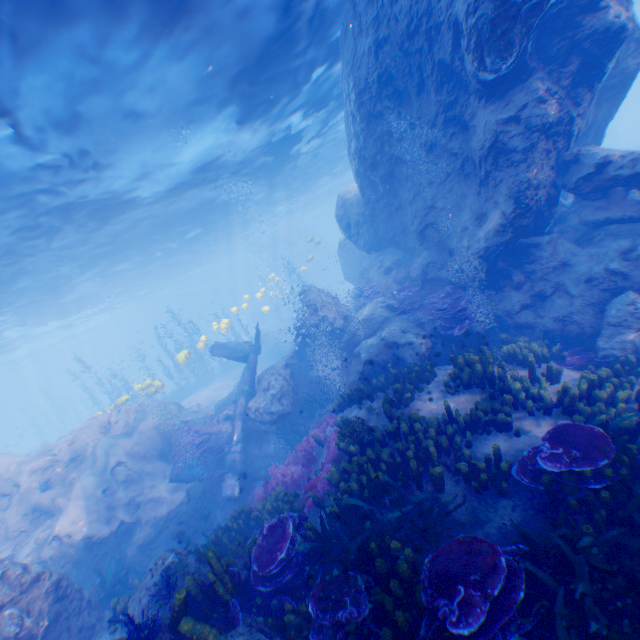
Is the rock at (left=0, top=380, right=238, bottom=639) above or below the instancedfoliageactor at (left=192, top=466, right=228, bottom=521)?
above

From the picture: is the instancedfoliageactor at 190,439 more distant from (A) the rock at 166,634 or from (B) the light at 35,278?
(B) the light at 35,278

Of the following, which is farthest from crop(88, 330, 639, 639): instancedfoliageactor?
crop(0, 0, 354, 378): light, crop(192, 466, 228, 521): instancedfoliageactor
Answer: crop(0, 0, 354, 378): light

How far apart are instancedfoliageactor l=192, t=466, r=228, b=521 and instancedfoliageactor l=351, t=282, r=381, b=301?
9.3m

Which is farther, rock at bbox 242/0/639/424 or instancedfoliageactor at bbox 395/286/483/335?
instancedfoliageactor at bbox 395/286/483/335

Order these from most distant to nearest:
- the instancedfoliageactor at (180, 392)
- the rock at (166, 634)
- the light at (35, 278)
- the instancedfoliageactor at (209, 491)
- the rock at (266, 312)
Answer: the rock at (266, 312) < the instancedfoliageactor at (180, 392) < the instancedfoliageactor at (209, 491) < the light at (35, 278) < the rock at (166, 634)

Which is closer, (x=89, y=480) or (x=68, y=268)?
(x=89, y=480)

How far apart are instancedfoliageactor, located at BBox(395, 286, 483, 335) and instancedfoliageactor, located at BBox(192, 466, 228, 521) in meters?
9.3
